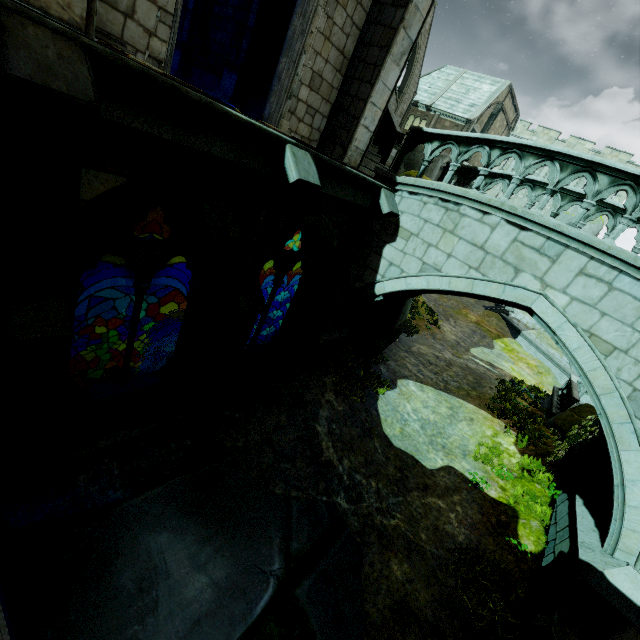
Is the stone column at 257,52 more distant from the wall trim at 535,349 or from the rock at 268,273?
the wall trim at 535,349

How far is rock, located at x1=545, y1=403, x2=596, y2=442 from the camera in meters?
11.7 m

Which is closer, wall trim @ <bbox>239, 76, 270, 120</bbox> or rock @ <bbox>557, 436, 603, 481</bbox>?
rock @ <bbox>557, 436, 603, 481</bbox>

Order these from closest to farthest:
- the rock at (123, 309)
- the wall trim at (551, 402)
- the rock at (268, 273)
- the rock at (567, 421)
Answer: the rock at (567, 421) → the wall trim at (551, 402) → the rock at (268, 273) → the rock at (123, 309)

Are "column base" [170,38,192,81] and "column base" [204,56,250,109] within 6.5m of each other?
yes

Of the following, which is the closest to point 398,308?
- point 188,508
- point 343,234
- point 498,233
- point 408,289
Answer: point 408,289

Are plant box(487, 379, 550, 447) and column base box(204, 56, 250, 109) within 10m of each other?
Answer: no

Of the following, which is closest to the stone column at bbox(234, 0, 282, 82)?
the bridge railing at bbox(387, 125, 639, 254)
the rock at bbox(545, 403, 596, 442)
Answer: the bridge railing at bbox(387, 125, 639, 254)
